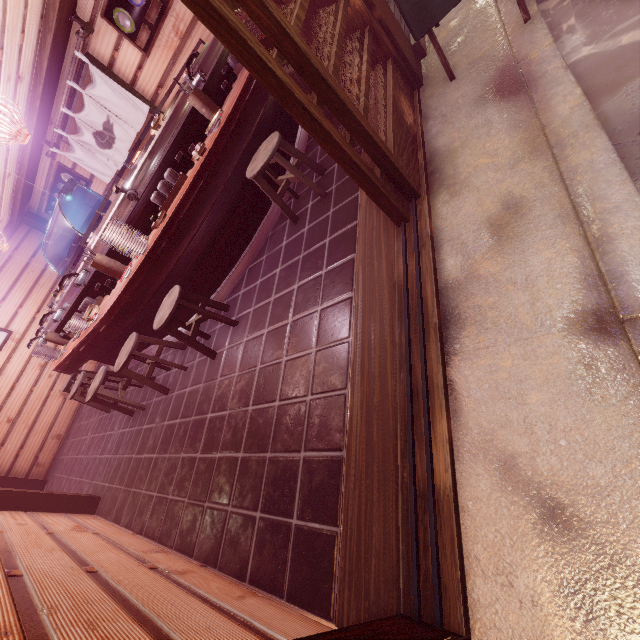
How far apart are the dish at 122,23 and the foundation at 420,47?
6.5m

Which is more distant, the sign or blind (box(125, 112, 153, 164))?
blind (box(125, 112, 153, 164))

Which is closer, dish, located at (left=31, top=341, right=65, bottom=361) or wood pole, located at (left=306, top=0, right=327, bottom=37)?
wood pole, located at (left=306, top=0, right=327, bottom=37)

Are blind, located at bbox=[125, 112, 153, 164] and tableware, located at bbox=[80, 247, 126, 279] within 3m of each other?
no

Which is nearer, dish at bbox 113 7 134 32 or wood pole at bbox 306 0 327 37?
wood pole at bbox 306 0 327 37

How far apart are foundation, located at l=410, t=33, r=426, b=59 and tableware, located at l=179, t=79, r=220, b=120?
3.52m

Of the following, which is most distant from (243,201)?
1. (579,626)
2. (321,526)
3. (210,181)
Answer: (579,626)

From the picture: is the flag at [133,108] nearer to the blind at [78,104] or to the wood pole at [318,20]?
the blind at [78,104]
